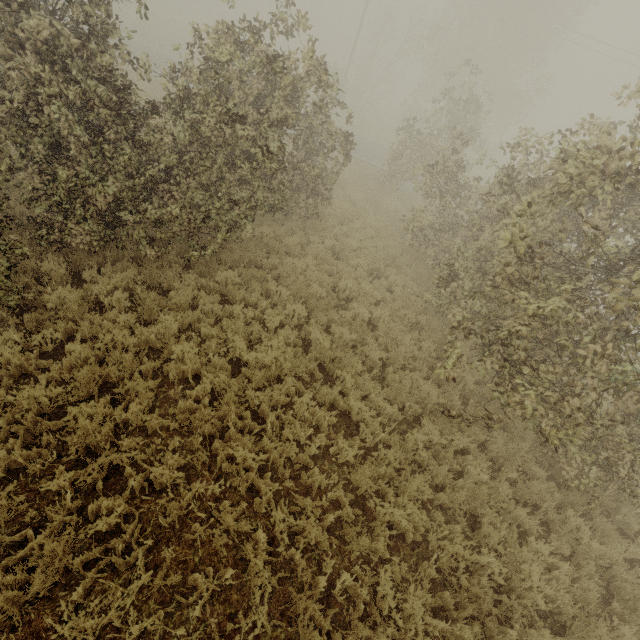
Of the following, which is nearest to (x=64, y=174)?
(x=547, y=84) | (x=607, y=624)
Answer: (x=607, y=624)
